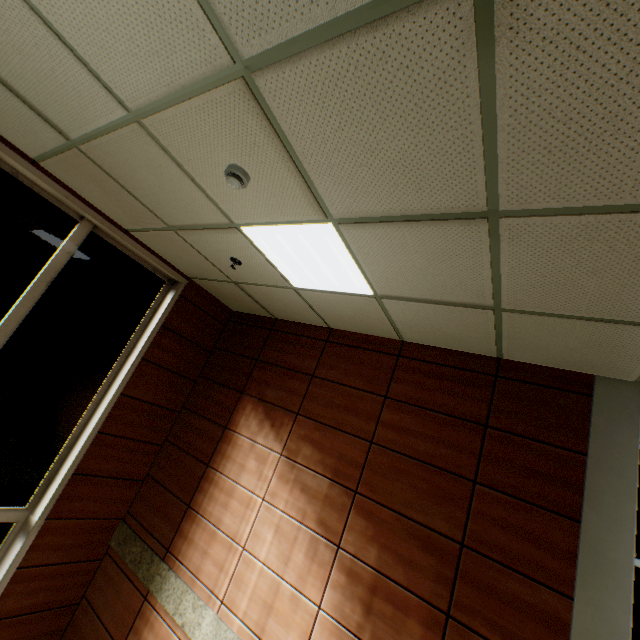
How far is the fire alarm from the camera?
2.1m

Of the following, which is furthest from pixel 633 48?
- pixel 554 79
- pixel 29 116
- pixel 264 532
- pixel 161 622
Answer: pixel 161 622

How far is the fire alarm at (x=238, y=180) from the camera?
2.1 meters
